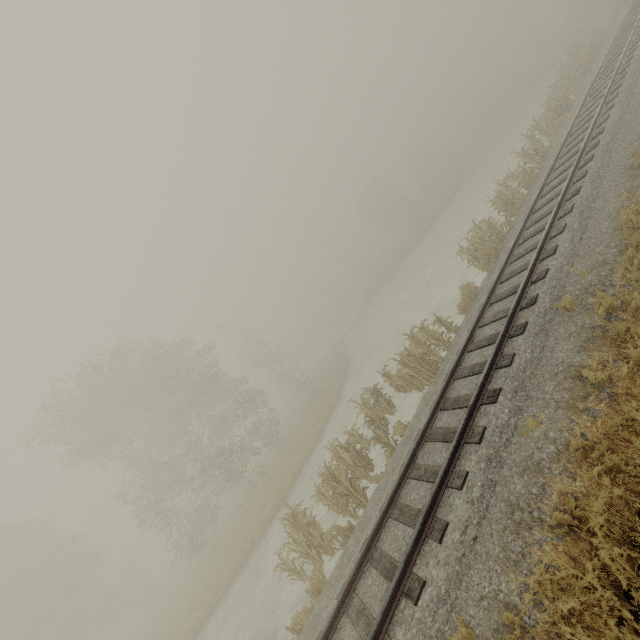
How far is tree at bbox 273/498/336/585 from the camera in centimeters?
1004cm

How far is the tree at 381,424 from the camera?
10.0m

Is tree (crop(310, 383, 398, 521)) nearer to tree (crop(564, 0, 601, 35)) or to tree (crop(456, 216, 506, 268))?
tree (crop(456, 216, 506, 268))

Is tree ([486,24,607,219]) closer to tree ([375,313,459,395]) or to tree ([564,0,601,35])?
tree ([375,313,459,395])

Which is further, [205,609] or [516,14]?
[516,14]

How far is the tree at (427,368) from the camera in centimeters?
1171cm

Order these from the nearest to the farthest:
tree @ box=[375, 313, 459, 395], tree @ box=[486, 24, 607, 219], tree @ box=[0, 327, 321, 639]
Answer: tree @ box=[375, 313, 459, 395], tree @ box=[486, 24, 607, 219], tree @ box=[0, 327, 321, 639]

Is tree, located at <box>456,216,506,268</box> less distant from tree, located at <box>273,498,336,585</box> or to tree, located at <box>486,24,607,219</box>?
tree, located at <box>486,24,607,219</box>
